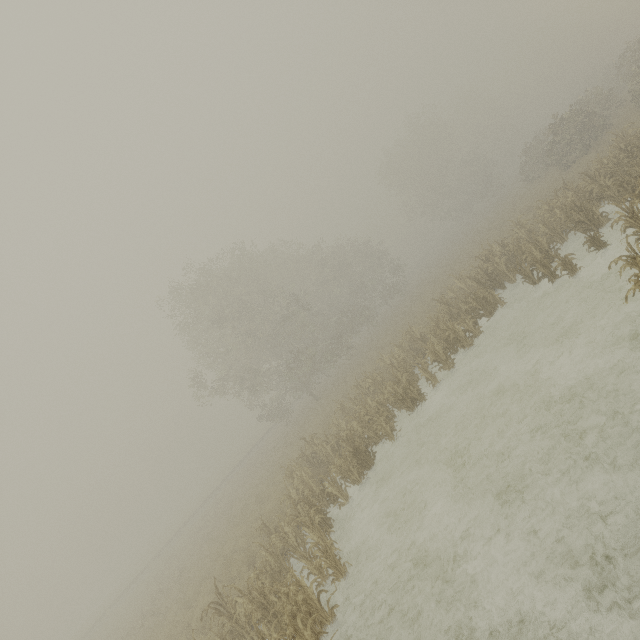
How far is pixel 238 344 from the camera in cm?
2528
